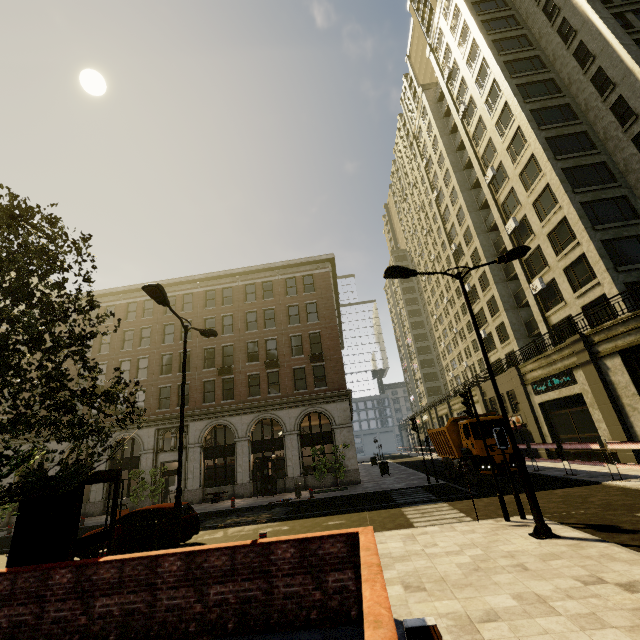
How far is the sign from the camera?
9.89m

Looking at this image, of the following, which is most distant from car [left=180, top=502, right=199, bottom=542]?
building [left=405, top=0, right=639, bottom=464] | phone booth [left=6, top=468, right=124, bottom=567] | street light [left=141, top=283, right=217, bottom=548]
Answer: building [left=405, top=0, right=639, bottom=464]

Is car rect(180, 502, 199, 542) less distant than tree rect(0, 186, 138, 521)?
No

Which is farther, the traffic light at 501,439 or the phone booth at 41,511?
the traffic light at 501,439

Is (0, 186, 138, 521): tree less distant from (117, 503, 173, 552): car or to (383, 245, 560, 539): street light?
(117, 503, 173, 552): car

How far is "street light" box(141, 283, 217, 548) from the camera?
9.5m

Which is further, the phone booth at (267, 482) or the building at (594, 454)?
the phone booth at (267, 482)

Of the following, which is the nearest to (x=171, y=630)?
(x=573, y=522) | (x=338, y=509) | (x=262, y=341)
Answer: (x=573, y=522)
